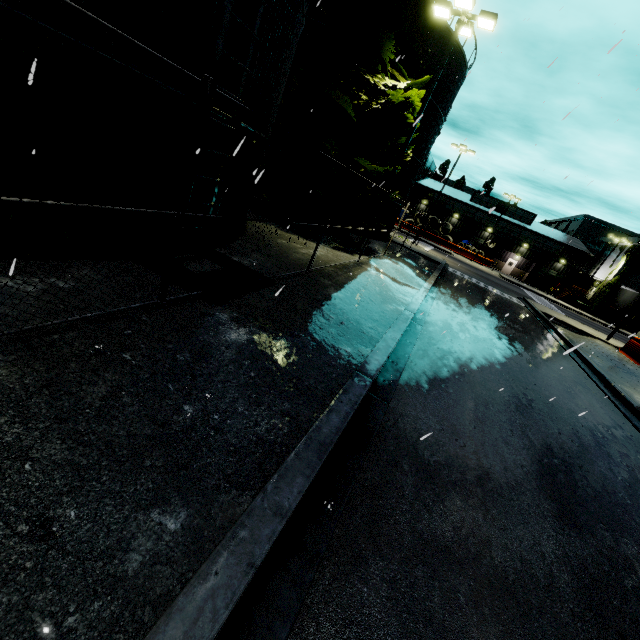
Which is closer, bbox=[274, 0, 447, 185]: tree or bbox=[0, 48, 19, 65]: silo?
bbox=[0, 48, 19, 65]: silo

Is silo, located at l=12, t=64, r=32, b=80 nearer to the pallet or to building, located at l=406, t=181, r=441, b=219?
building, located at l=406, t=181, r=441, b=219

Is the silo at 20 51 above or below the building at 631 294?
below

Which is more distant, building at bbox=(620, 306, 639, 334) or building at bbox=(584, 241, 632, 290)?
building at bbox=(584, 241, 632, 290)

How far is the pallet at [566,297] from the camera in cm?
4544

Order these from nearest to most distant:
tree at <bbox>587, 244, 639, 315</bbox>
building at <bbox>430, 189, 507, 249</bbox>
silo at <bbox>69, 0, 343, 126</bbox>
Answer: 1. silo at <bbox>69, 0, 343, 126</bbox>
2. tree at <bbox>587, 244, 639, 315</bbox>
3. building at <bbox>430, 189, 507, 249</bbox>

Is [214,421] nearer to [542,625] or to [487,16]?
[542,625]
